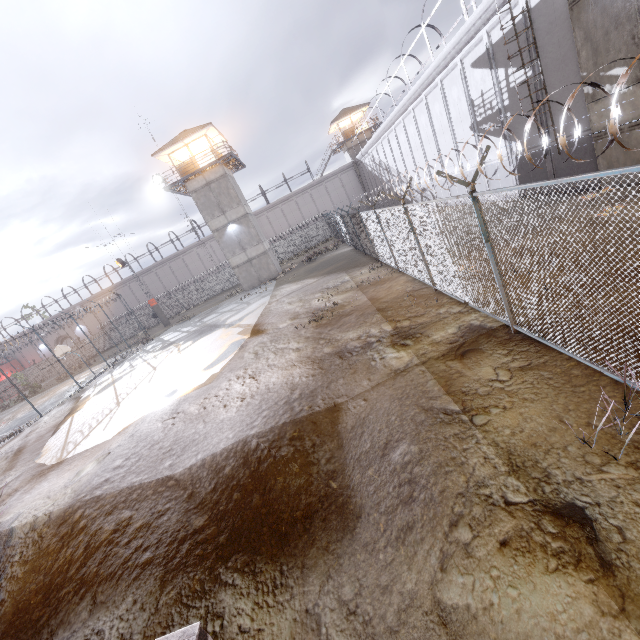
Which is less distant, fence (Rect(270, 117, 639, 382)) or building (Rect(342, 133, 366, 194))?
fence (Rect(270, 117, 639, 382))

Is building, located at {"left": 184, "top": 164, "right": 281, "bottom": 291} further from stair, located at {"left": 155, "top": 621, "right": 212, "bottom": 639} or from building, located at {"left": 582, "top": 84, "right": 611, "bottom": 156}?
stair, located at {"left": 155, "top": 621, "right": 212, "bottom": 639}

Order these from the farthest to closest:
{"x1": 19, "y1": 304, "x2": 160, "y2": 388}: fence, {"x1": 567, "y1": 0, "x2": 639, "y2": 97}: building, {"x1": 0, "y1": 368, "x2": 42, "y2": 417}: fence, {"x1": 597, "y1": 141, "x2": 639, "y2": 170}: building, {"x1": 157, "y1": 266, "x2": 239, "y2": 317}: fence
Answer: {"x1": 157, "y1": 266, "x2": 239, "y2": 317}: fence < {"x1": 19, "y1": 304, "x2": 160, "y2": 388}: fence < {"x1": 0, "y1": 368, "x2": 42, "y2": 417}: fence < {"x1": 597, "y1": 141, "x2": 639, "y2": 170}: building < {"x1": 567, "y1": 0, "x2": 639, "y2": 97}: building

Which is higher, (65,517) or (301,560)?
(65,517)

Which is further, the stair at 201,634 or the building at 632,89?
the building at 632,89

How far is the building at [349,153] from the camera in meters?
46.7

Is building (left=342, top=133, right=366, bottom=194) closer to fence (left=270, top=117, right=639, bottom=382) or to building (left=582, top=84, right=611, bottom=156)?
fence (left=270, top=117, right=639, bottom=382)

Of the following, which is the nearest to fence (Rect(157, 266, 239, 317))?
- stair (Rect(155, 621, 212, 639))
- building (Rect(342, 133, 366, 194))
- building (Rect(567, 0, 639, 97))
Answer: stair (Rect(155, 621, 212, 639))
